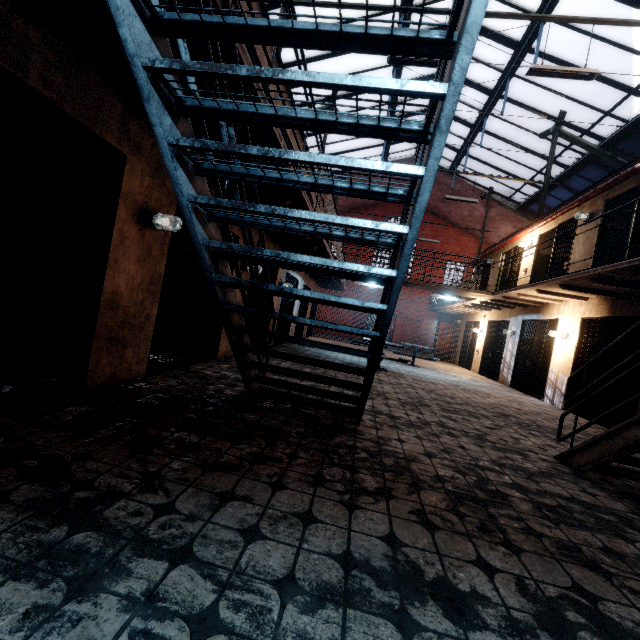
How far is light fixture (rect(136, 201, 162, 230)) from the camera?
3.48m

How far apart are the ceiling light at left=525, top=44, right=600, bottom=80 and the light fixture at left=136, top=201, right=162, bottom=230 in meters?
6.8

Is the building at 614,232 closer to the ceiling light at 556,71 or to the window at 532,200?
the window at 532,200

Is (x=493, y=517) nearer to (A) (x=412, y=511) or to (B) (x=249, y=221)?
(A) (x=412, y=511)

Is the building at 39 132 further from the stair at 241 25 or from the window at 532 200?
the window at 532 200

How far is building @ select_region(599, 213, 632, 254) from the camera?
8.2m

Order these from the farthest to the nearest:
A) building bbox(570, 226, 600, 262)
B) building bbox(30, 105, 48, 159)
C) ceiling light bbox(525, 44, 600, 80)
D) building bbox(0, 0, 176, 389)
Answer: building bbox(570, 226, 600, 262)
ceiling light bbox(525, 44, 600, 80)
building bbox(30, 105, 48, 159)
building bbox(0, 0, 176, 389)

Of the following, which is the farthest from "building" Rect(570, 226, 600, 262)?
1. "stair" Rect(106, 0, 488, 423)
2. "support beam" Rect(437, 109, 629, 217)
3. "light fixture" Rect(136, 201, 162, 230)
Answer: "light fixture" Rect(136, 201, 162, 230)
